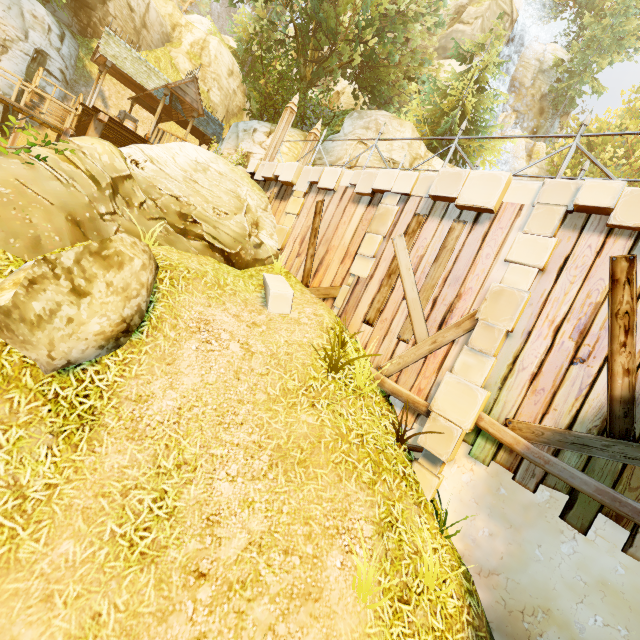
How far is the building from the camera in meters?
16.5

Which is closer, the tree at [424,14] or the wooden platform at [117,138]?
the wooden platform at [117,138]

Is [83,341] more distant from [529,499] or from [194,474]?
[529,499]

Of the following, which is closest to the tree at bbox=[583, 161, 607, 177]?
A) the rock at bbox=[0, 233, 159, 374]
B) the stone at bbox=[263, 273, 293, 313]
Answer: the stone at bbox=[263, 273, 293, 313]

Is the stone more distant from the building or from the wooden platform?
the building

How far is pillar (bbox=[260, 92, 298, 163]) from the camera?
11.2 meters

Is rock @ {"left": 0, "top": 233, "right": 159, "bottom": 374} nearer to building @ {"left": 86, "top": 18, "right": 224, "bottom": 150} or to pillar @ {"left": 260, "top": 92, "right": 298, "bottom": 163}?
pillar @ {"left": 260, "top": 92, "right": 298, "bottom": 163}

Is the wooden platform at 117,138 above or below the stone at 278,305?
above
